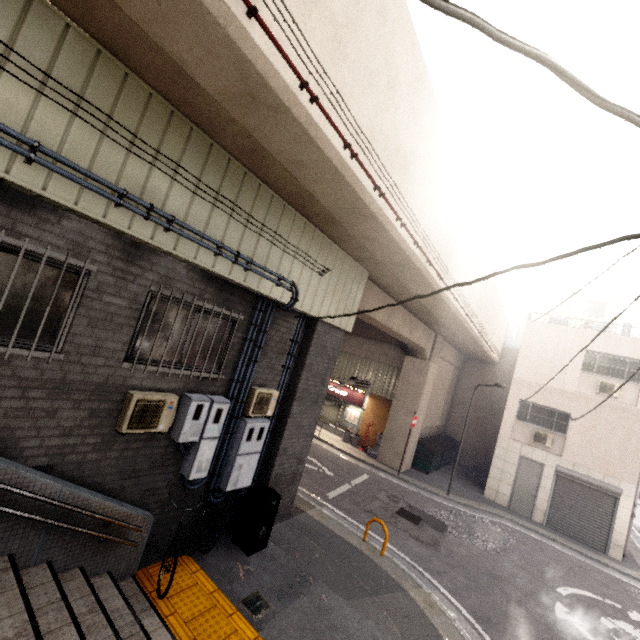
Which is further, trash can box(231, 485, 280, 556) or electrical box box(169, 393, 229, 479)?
trash can box(231, 485, 280, 556)

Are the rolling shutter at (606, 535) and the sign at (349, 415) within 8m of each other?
no

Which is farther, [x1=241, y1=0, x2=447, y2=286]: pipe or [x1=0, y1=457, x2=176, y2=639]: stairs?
[x1=0, y1=457, x2=176, y2=639]: stairs

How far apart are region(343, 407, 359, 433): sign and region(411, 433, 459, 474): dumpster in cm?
325

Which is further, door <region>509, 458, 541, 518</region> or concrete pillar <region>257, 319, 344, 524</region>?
door <region>509, 458, 541, 518</region>

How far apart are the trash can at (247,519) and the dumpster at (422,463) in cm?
1146

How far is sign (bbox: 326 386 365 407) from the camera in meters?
18.4

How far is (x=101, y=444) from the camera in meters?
4.7
